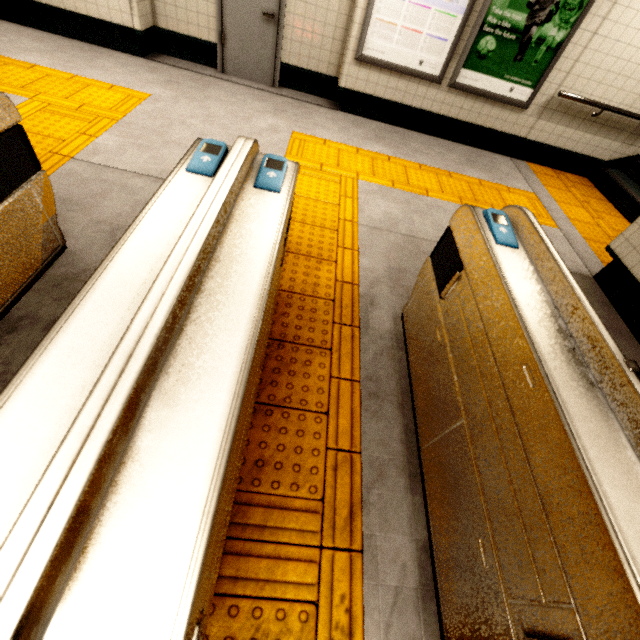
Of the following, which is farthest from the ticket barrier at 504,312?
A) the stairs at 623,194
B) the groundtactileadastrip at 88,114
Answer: the stairs at 623,194

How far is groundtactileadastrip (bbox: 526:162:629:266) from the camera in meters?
4.2 m

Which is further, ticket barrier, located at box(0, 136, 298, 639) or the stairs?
the stairs

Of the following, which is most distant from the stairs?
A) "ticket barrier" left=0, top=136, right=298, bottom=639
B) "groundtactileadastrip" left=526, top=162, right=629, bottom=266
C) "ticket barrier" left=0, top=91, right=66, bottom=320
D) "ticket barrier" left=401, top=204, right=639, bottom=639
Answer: "ticket barrier" left=0, top=91, right=66, bottom=320

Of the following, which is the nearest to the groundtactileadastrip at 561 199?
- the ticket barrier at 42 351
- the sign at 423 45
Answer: the sign at 423 45

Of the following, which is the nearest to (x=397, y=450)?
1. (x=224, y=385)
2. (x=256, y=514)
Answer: (x=256, y=514)

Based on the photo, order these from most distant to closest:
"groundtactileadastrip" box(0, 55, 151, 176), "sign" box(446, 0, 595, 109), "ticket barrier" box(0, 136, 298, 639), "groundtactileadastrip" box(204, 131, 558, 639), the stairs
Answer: the stairs
"sign" box(446, 0, 595, 109)
"groundtactileadastrip" box(0, 55, 151, 176)
"groundtactileadastrip" box(204, 131, 558, 639)
"ticket barrier" box(0, 136, 298, 639)

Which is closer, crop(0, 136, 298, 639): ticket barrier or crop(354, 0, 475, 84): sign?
crop(0, 136, 298, 639): ticket barrier
